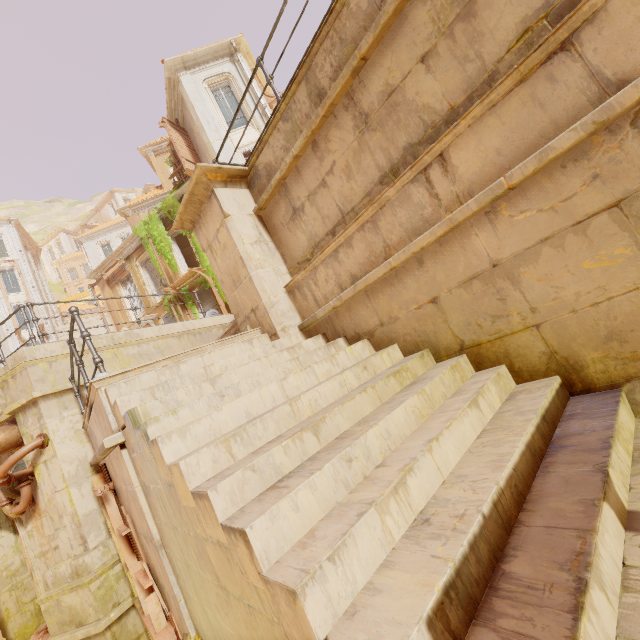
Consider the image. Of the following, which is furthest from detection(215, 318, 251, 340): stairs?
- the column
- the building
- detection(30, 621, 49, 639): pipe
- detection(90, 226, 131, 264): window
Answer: detection(90, 226, 131, 264): window

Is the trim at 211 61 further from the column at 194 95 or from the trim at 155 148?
the trim at 155 148

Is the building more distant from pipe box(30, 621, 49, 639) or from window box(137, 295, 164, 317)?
window box(137, 295, 164, 317)

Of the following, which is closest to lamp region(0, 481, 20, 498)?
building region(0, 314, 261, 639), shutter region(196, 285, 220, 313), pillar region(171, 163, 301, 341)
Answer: building region(0, 314, 261, 639)

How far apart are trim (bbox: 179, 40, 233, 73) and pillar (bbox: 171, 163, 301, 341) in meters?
13.7 m

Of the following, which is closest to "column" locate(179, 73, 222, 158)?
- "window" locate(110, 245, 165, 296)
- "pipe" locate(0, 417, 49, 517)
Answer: "window" locate(110, 245, 165, 296)

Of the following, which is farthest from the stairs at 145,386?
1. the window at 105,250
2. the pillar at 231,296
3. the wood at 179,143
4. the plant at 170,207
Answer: the window at 105,250

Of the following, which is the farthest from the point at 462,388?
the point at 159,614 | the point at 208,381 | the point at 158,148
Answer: the point at 158,148
